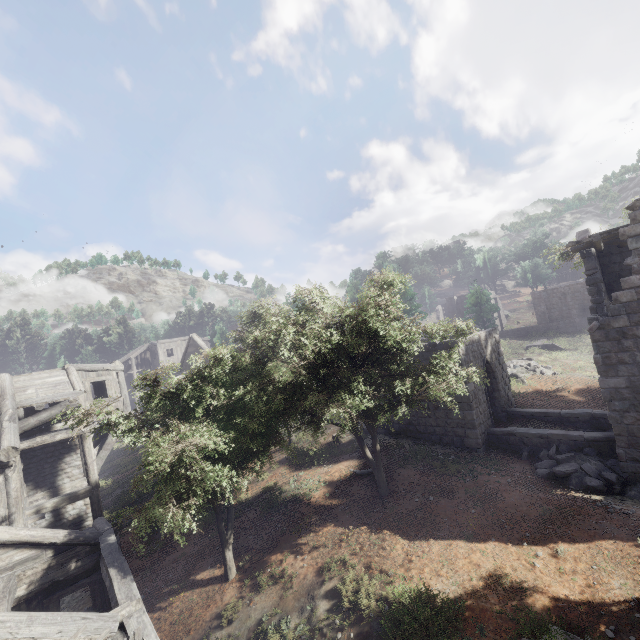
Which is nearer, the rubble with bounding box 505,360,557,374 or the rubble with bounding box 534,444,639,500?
the rubble with bounding box 534,444,639,500

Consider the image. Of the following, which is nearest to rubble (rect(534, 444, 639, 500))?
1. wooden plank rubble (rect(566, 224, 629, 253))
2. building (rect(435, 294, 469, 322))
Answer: wooden plank rubble (rect(566, 224, 629, 253))

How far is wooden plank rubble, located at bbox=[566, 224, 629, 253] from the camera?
11.41m

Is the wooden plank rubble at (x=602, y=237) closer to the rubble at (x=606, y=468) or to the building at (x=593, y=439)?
the building at (x=593, y=439)

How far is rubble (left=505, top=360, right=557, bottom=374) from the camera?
25.0 meters

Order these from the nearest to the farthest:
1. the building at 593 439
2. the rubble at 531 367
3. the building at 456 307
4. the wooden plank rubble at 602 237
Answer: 1. the building at 593 439
2. the wooden plank rubble at 602 237
3. the rubble at 531 367
4. the building at 456 307

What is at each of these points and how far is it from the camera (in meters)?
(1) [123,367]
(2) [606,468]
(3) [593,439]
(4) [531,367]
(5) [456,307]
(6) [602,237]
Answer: (1) building, 18.42
(2) rubble, 11.62
(3) building, 12.56
(4) rubble, 25.55
(5) building, 47.75
(6) wooden plank rubble, 12.08

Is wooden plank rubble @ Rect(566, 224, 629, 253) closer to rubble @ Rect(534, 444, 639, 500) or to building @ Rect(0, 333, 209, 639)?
building @ Rect(0, 333, 209, 639)
